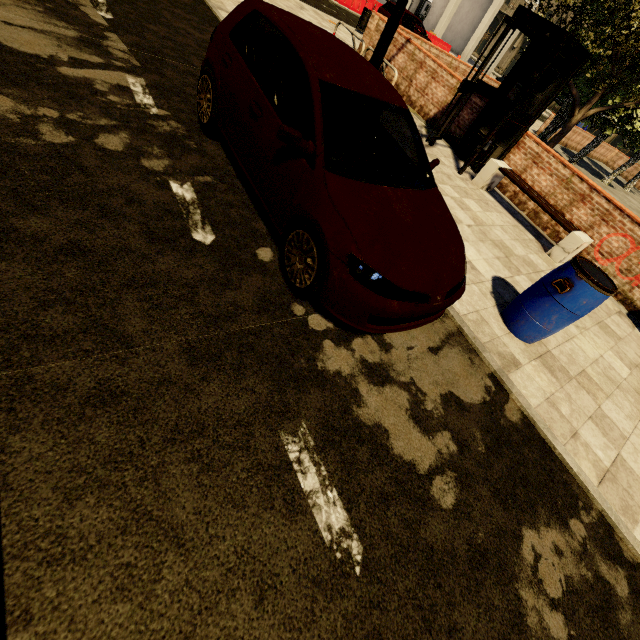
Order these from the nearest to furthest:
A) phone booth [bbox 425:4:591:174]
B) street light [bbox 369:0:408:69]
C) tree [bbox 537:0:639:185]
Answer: street light [bbox 369:0:408:69] < phone booth [bbox 425:4:591:174] < tree [bbox 537:0:639:185]

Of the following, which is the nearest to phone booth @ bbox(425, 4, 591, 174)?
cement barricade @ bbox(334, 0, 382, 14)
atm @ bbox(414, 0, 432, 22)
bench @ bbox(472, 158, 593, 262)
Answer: bench @ bbox(472, 158, 593, 262)

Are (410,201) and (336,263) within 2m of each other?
yes

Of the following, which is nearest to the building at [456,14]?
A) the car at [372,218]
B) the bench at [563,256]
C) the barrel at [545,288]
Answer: the bench at [563,256]

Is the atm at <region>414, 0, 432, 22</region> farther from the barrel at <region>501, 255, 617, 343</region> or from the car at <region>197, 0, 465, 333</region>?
the barrel at <region>501, 255, 617, 343</region>

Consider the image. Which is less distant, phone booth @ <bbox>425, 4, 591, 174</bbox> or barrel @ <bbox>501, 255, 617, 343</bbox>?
barrel @ <bbox>501, 255, 617, 343</bbox>

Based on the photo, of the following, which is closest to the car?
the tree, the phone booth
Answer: the phone booth

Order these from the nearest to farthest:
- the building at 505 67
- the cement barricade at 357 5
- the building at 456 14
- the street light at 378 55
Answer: the street light at 378 55, the cement barricade at 357 5, the building at 456 14, the building at 505 67
